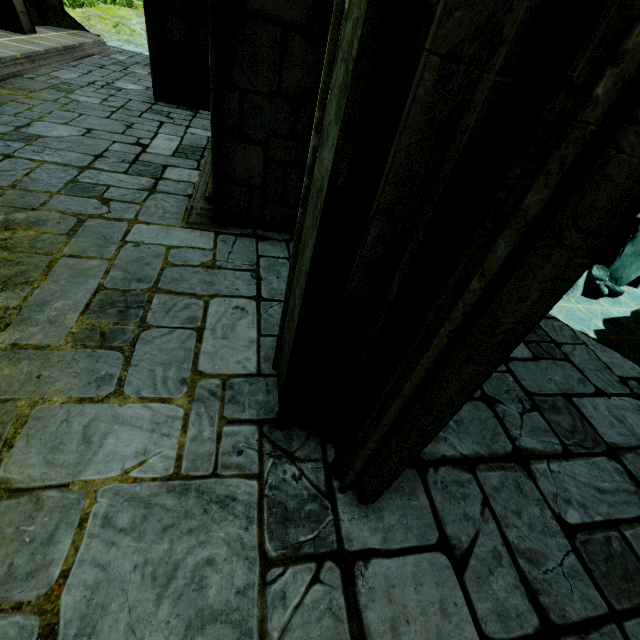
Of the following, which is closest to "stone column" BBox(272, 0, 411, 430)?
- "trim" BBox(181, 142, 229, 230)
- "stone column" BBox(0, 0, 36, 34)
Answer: "trim" BBox(181, 142, 229, 230)

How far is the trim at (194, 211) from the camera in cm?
397

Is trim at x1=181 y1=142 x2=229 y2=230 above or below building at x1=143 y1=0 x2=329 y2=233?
below

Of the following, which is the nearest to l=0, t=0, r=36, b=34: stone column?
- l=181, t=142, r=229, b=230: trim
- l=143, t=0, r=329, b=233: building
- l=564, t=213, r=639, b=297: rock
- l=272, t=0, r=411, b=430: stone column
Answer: l=143, t=0, r=329, b=233: building

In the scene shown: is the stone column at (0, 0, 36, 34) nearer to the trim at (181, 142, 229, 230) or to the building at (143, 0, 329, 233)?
the building at (143, 0, 329, 233)

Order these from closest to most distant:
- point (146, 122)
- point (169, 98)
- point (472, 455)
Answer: point (472, 455)
point (146, 122)
point (169, 98)

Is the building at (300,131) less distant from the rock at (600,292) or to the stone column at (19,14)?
the rock at (600,292)

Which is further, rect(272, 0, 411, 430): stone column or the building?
the building
